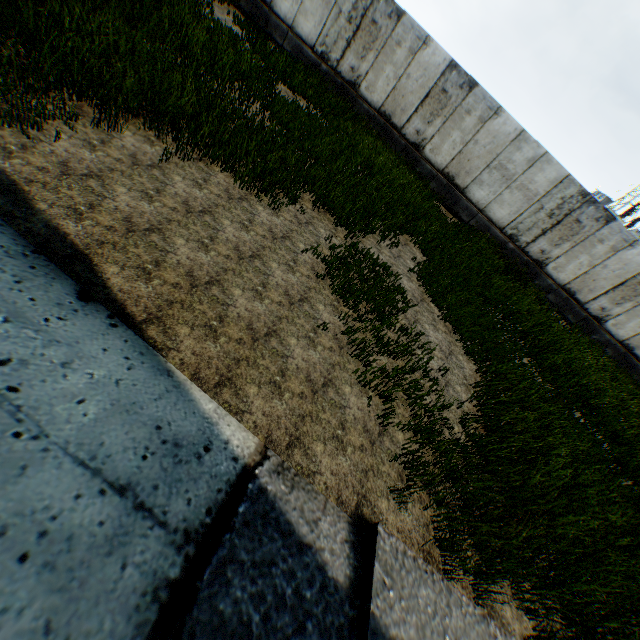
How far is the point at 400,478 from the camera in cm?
403
